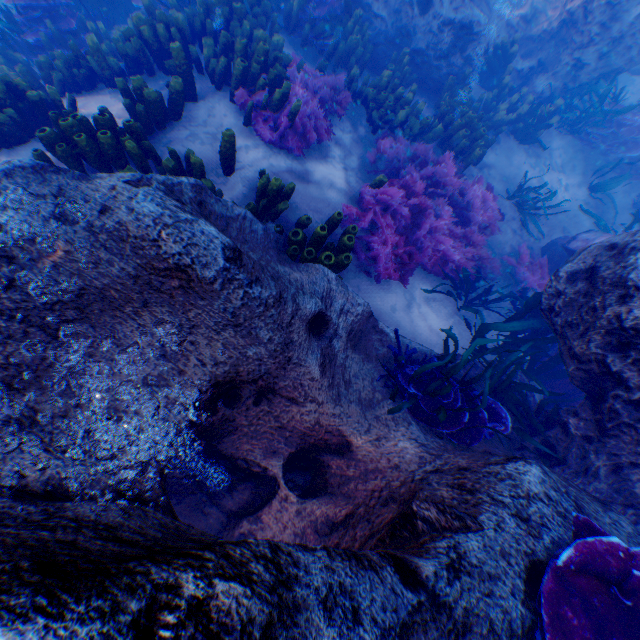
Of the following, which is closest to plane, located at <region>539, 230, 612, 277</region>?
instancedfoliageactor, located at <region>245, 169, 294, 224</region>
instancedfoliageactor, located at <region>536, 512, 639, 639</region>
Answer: instancedfoliageactor, located at <region>536, 512, 639, 639</region>

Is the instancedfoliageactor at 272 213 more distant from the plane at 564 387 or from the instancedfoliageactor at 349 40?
the plane at 564 387

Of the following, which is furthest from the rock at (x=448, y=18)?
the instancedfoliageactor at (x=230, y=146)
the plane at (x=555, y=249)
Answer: the instancedfoliageactor at (x=230, y=146)

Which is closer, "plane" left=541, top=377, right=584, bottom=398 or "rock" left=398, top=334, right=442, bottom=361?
"rock" left=398, top=334, right=442, bottom=361

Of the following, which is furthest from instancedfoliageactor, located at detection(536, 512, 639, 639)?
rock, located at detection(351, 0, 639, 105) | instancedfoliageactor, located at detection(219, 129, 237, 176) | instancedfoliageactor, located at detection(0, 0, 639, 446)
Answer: instancedfoliageactor, located at detection(219, 129, 237, 176)

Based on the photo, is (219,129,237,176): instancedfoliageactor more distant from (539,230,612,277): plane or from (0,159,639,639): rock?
(539,230,612,277): plane

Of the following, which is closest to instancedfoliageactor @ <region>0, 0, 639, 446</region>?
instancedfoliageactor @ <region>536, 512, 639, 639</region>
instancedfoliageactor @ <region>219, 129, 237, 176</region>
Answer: instancedfoliageactor @ <region>219, 129, 237, 176</region>

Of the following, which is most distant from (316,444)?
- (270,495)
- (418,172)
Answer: (418,172)
